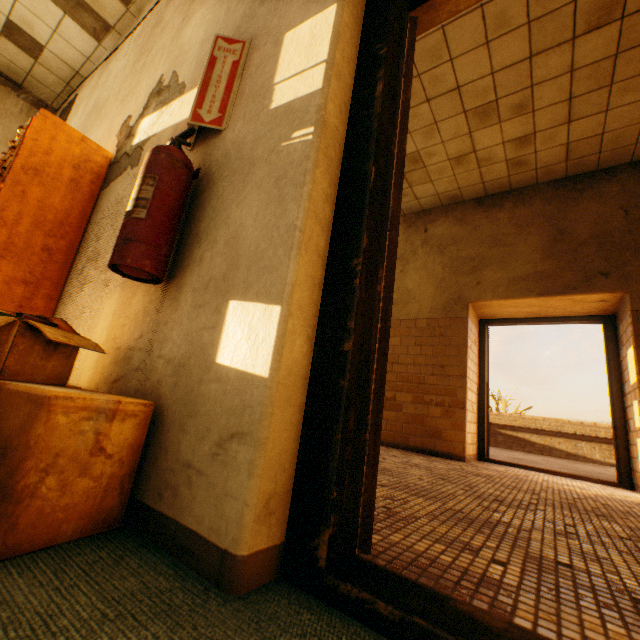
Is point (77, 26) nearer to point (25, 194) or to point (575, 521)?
point (25, 194)

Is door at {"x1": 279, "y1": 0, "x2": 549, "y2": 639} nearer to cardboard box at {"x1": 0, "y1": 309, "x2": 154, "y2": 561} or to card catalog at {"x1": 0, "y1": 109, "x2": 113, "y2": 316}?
cardboard box at {"x1": 0, "y1": 309, "x2": 154, "y2": 561}

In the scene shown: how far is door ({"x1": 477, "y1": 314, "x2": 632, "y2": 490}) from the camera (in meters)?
3.97

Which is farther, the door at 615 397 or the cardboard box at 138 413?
the door at 615 397

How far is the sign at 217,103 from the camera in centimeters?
136cm

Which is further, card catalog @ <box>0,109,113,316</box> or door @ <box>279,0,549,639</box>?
card catalog @ <box>0,109,113,316</box>

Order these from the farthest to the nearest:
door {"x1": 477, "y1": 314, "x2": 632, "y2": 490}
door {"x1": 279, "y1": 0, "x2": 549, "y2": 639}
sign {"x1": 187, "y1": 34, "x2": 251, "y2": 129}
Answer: door {"x1": 477, "y1": 314, "x2": 632, "y2": 490}
sign {"x1": 187, "y1": 34, "x2": 251, "y2": 129}
door {"x1": 279, "y1": 0, "x2": 549, "y2": 639}
